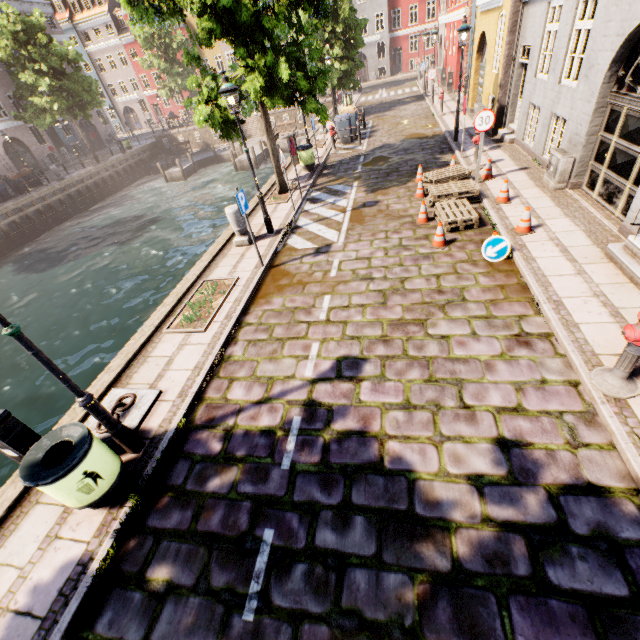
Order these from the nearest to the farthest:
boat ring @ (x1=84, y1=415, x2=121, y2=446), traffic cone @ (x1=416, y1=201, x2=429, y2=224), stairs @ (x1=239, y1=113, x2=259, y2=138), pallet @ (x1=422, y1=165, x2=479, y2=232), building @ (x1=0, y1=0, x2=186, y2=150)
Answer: boat ring @ (x1=84, y1=415, x2=121, y2=446)
pallet @ (x1=422, y1=165, x2=479, y2=232)
traffic cone @ (x1=416, y1=201, x2=429, y2=224)
stairs @ (x1=239, y1=113, x2=259, y2=138)
building @ (x1=0, y1=0, x2=186, y2=150)

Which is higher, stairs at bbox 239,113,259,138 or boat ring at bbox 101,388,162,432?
boat ring at bbox 101,388,162,432

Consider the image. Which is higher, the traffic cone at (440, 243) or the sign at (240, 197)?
the sign at (240, 197)

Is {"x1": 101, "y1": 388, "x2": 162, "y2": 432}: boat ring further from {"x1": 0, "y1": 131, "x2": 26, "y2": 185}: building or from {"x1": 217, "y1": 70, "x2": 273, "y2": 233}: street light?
{"x1": 0, "y1": 131, "x2": 26, "y2": 185}: building

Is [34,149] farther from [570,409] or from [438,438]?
[570,409]

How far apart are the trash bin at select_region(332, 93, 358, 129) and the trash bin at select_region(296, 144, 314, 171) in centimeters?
538cm

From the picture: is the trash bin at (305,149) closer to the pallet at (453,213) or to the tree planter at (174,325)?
the pallet at (453,213)

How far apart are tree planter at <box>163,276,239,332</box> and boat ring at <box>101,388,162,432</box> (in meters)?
1.48
